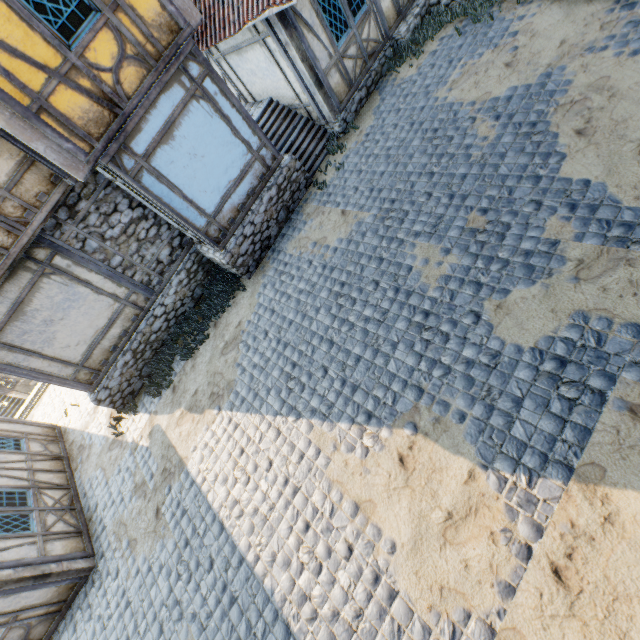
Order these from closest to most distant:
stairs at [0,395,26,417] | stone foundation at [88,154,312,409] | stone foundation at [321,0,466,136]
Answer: stone foundation at [88,154,312,409]
stone foundation at [321,0,466,136]
stairs at [0,395,26,417]

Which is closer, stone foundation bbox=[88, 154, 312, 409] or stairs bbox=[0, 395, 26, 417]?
stone foundation bbox=[88, 154, 312, 409]

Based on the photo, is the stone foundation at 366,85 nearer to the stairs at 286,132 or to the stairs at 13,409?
the stairs at 286,132

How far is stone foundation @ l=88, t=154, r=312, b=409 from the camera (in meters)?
8.27

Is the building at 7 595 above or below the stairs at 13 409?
above

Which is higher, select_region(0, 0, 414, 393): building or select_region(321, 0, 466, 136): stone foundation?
select_region(0, 0, 414, 393): building

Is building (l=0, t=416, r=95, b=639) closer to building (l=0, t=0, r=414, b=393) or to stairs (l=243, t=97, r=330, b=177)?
building (l=0, t=0, r=414, b=393)

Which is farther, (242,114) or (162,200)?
(242,114)
